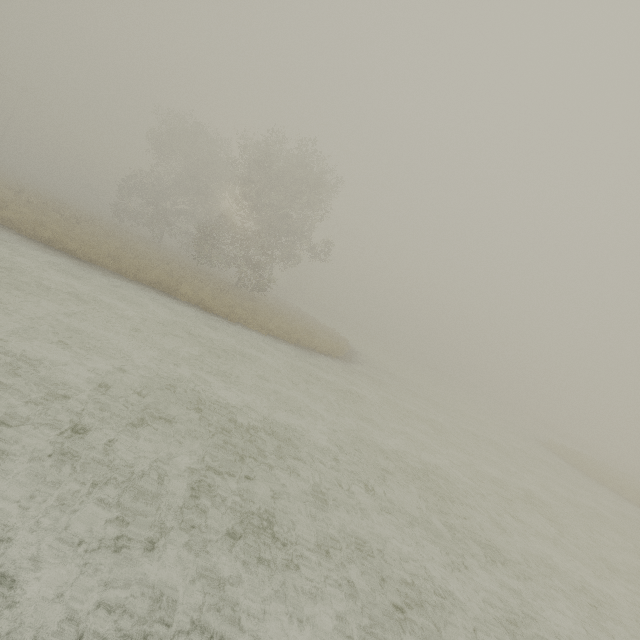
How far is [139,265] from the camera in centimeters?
1563cm
